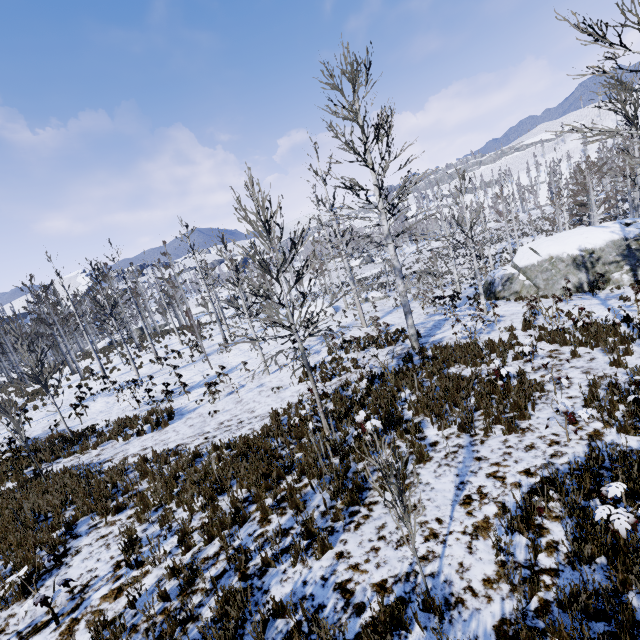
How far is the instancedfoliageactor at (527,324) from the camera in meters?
10.9

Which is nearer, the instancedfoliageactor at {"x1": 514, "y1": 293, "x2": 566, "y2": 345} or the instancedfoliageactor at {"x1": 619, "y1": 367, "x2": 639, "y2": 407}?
the instancedfoliageactor at {"x1": 619, "y1": 367, "x2": 639, "y2": 407}

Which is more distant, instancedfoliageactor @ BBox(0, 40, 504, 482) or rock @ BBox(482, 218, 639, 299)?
rock @ BBox(482, 218, 639, 299)

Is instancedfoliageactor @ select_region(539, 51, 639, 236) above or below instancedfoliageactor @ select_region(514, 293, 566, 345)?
above

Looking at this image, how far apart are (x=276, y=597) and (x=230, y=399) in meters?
10.1 m

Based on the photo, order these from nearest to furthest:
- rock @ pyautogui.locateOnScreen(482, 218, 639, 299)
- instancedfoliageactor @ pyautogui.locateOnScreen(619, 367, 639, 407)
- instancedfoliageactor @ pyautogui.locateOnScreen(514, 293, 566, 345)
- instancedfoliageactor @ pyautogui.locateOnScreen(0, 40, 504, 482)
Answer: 1. instancedfoliageactor @ pyautogui.locateOnScreen(619, 367, 639, 407)
2. instancedfoliageactor @ pyautogui.locateOnScreen(0, 40, 504, 482)
3. instancedfoliageactor @ pyautogui.locateOnScreen(514, 293, 566, 345)
4. rock @ pyautogui.locateOnScreen(482, 218, 639, 299)

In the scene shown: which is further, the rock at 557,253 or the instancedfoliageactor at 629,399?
the rock at 557,253
